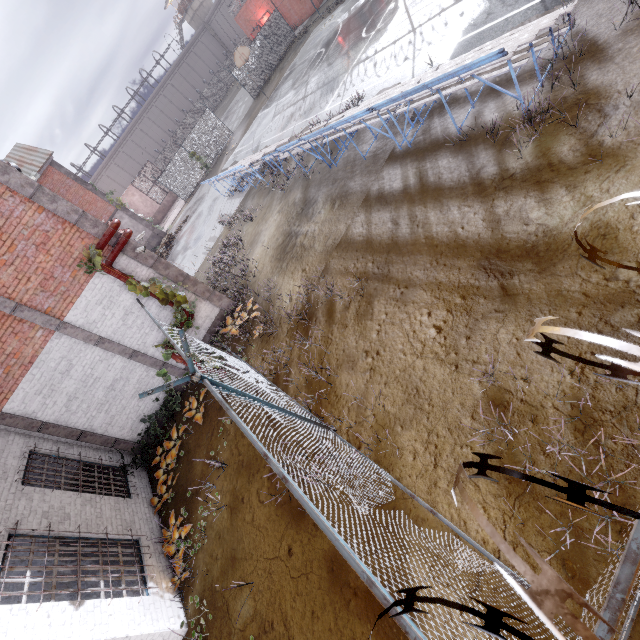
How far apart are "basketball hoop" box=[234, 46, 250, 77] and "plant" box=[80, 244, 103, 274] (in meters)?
23.11

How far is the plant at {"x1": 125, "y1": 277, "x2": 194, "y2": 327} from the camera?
8.82m

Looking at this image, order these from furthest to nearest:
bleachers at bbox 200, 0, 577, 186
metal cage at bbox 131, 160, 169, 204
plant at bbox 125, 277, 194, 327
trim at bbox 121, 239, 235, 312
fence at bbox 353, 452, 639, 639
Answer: metal cage at bbox 131, 160, 169, 204, trim at bbox 121, 239, 235, 312, plant at bbox 125, 277, 194, 327, bleachers at bbox 200, 0, 577, 186, fence at bbox 353, 452, 639, 639

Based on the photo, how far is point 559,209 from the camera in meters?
5.1 m

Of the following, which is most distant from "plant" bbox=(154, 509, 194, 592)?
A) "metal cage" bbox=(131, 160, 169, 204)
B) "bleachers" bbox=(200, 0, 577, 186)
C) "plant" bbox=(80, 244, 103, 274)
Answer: "metal cage" bbox=(131, 160, 169, 204)

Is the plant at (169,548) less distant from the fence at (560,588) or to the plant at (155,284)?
the fence at (560,588)

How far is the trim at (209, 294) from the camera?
A: 9.5 meters
